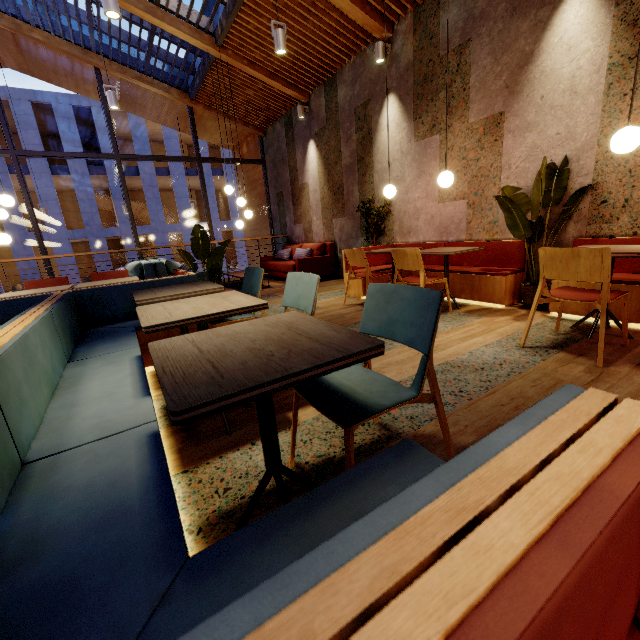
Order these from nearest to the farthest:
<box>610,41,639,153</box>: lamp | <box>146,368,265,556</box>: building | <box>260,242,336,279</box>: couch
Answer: <box>146,368,265,556</box>: building
<box>610,41,639,153</box>: lamp
<box>260,242,336,279</box>: couch

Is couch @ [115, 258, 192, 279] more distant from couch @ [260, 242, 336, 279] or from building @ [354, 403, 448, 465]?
couch @ [260, 242, 336, 279]

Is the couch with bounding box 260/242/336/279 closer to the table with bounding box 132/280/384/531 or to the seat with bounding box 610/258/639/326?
the seat with bounding box 610/258/639/326

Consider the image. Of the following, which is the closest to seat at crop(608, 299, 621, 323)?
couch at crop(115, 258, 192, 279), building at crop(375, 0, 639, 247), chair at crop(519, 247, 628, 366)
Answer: building at crop(375, 0, 639, 247)

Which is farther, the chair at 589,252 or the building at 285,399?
the chair at 589,252

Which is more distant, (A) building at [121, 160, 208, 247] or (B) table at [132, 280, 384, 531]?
(A) building at [121, 160, 208, 247]

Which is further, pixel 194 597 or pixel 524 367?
pixel 524 367

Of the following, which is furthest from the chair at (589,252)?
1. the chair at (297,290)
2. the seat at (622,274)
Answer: the chair at (297,290)
